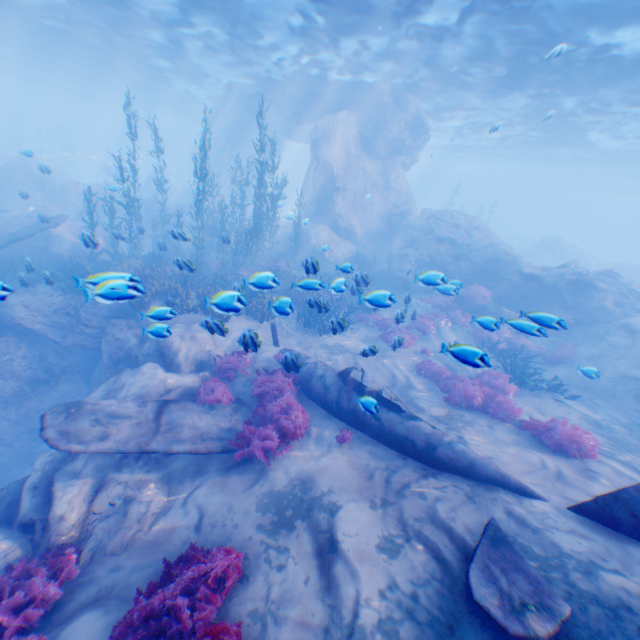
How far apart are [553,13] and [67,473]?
20.30m

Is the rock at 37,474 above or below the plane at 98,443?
below

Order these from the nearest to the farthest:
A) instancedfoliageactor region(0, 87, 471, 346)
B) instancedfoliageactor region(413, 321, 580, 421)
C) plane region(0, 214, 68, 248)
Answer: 1. instancedfoliageactor region(0, 87, 471, 346)
2. instancedfoliageactor region(413, 321, 580, 421)
3. plane region(0, 214, 68, 248)

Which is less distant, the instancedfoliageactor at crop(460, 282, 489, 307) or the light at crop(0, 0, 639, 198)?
the light at crop(0, 0, 639, 198)

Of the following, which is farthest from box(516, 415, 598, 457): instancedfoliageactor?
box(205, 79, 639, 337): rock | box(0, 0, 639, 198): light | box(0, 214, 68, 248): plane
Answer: box(0, 0, 639, 198): light

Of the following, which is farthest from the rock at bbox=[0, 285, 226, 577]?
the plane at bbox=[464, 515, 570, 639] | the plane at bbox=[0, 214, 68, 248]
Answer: the plane at bbox=[464, 515, 570, 639]

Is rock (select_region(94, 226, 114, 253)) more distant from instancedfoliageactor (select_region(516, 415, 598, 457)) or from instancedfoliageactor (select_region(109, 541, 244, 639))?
instancedfoliageactor (select_region(516, 415, 598, 457))

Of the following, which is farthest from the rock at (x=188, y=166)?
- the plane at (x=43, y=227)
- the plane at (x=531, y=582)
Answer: the plane at (x=531, y=582)
